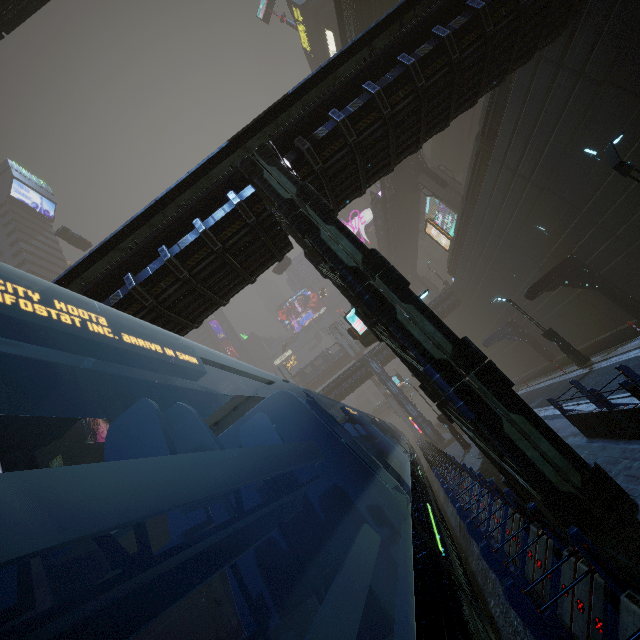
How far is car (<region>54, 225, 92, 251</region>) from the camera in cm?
4294

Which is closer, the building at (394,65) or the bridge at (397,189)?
the building at (394,65)

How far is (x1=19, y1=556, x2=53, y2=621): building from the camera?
9.52m

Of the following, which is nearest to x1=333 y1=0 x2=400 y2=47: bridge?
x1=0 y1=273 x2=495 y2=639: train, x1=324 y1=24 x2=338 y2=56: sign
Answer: x1=324 y1=24 x2=338 y2=56: sign

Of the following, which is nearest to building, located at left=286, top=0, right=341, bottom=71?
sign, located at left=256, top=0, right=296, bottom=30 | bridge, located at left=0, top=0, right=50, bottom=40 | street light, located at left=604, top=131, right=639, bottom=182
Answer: bridge, located at left=0, top=0, right=50, bottom=40

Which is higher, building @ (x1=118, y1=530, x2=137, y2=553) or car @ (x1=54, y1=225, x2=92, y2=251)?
car @ (x1=54, y1=225, x2=92, y2=251)

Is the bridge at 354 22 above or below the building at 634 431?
above

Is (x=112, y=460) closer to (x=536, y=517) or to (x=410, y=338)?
(x=536, y=517)
